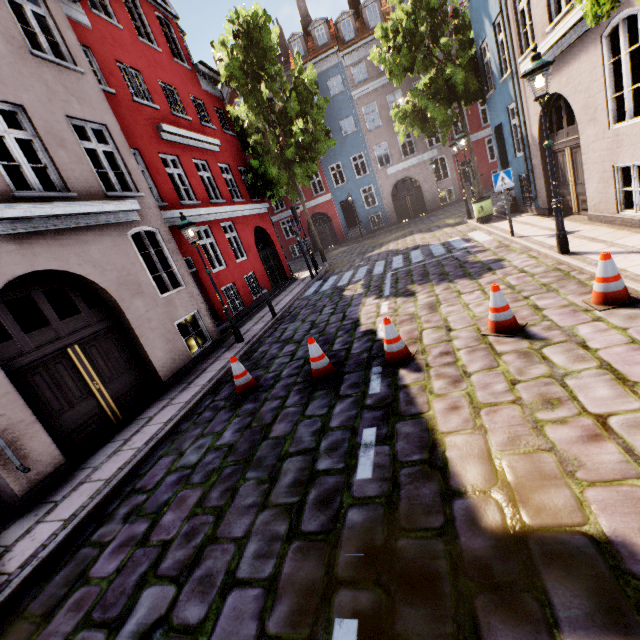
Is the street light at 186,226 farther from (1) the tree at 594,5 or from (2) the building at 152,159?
(1) the tree at 594,5

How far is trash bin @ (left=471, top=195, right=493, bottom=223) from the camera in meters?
13.1 m

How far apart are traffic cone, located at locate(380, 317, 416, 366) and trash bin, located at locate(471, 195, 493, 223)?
10.5m

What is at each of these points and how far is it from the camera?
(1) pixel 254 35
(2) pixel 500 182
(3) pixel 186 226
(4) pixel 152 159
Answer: (1) tree, 15.33m
(2) sign, 9.18m
(3) street light, 8.41m
(4) building, 10.70m

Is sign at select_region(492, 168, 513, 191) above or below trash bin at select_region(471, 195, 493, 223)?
above

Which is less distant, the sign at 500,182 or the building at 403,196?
the sign at 500,182

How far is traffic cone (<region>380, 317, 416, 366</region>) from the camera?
5.1 meters

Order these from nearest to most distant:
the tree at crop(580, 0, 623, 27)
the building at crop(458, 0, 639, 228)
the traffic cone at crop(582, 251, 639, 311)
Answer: the tree at crop(580, 0, 623, 27) < the traffic cone at crop(582, 251, 639, 311) < the building at crop(458, 0, 639, 228)
